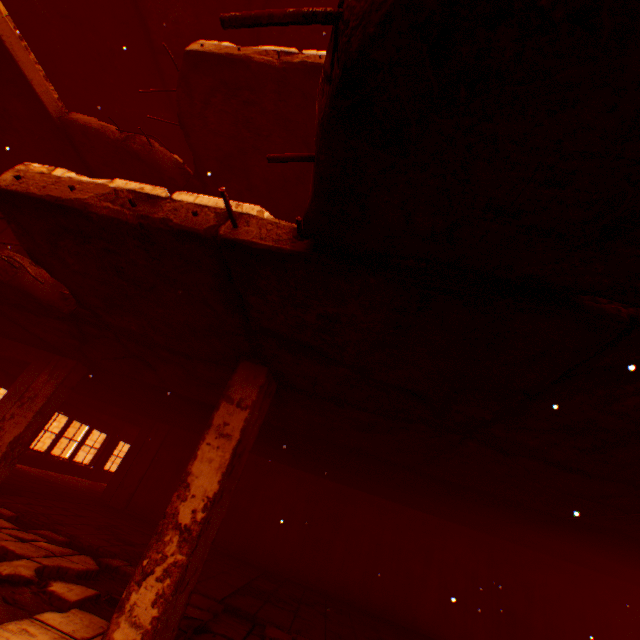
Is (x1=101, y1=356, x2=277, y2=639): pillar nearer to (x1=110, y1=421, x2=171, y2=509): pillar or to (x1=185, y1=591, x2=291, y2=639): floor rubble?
(x1=185, y1=591, x2=291, y2=639): floor rubble

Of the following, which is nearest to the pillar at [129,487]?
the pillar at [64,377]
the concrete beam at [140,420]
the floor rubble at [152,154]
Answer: the concrete beam at [140,420]

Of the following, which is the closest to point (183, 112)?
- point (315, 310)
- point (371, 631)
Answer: point (315, 310)

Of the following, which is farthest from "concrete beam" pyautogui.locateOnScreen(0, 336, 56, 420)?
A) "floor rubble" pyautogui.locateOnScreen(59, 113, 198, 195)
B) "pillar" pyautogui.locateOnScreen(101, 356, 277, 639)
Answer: "pillar" pyautogui.locateOnScreen(101, 356, 277, 639)

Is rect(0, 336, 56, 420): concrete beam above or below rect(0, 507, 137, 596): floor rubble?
above

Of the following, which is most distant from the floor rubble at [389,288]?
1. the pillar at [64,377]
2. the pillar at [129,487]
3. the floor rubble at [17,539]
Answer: the pillar at [129,487]

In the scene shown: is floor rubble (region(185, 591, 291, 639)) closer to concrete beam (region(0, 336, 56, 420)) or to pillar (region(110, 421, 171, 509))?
Answer: concrete beam (region(0, 336, 56, 420))

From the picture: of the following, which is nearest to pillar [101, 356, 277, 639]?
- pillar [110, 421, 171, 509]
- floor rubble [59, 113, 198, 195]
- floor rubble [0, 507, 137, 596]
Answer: floor rubble [0, 507, 137, 596]
